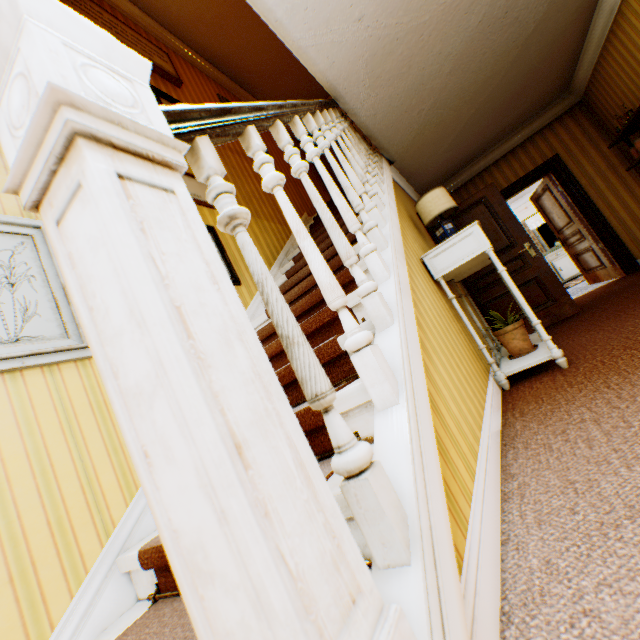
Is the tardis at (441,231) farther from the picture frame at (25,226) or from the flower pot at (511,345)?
the picture frame at (25,226)

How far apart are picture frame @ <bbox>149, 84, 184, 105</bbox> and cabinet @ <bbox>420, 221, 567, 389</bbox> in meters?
3.1

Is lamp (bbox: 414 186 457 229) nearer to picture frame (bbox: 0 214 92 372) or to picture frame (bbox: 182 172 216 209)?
picture frame (bbox: 182 172 216 209)

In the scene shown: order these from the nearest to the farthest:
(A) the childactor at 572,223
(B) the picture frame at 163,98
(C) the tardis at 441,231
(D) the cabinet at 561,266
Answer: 1. (C) the tardis at 441,231
2. (B) the picture frame at 163,98
3. (A) the childactor at 572,223
4. (D) the cabinet at 561,266

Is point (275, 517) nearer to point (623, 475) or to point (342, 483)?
point (342, 483)

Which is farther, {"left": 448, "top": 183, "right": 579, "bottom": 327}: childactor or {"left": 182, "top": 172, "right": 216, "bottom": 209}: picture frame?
{"left": 448, "top": 183, "right": 579, "bottom": 327}: childactor

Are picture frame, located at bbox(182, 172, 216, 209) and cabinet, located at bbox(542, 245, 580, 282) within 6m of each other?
no

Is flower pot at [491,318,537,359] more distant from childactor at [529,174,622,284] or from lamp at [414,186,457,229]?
childactor at [529,174,622,284]
